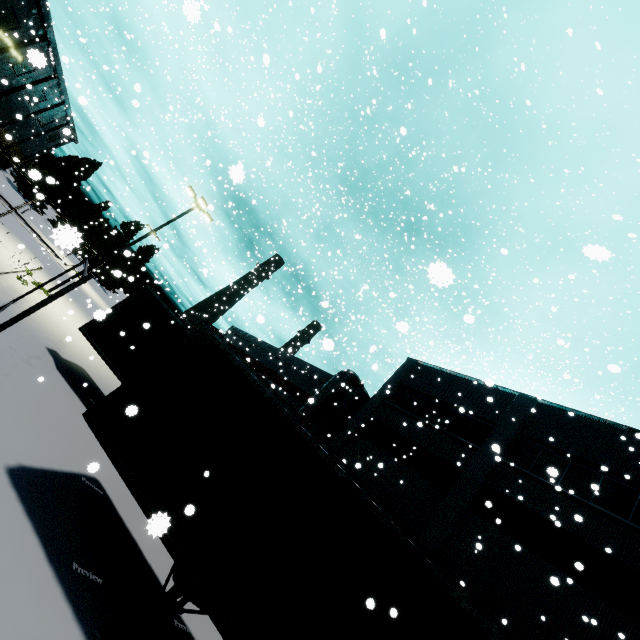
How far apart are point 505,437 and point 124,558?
16.66m

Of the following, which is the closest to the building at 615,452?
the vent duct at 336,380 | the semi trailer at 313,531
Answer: the vent duct at 336,380

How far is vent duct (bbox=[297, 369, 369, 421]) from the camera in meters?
23.3

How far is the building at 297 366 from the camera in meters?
27.4 m

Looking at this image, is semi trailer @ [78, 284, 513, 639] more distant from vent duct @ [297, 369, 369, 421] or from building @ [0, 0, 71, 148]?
building @ [0, 0, 71, 148]

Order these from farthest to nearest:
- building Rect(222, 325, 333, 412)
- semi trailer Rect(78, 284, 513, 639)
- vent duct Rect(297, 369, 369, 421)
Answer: building Rect(222, 325, 333, 412) < vent duct Rect(297, 369, 369, 421) < semi trailer Rect(78, 284, 513, 639)

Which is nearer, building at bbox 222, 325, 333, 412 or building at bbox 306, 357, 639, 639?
building at bbox 306, 357, 639, 639

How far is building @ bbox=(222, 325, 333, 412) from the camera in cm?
2738
